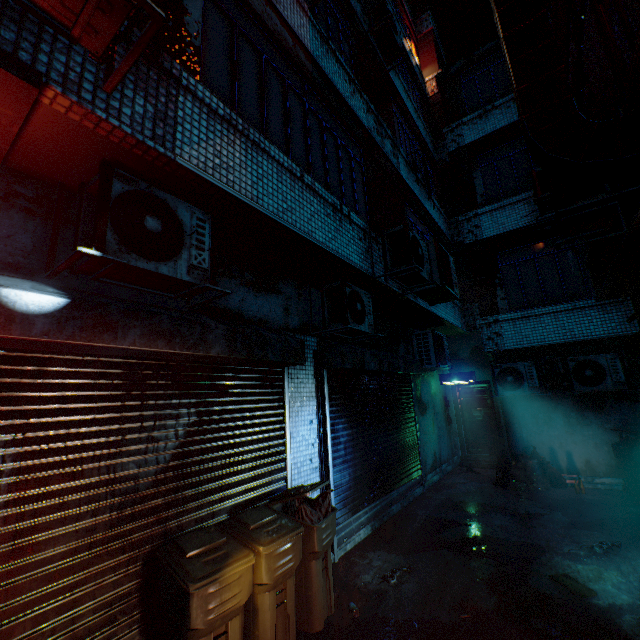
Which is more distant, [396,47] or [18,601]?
[396,47]

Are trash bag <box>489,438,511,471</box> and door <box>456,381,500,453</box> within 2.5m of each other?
yes

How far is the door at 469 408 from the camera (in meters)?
9.43

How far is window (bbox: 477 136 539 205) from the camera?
8.33m

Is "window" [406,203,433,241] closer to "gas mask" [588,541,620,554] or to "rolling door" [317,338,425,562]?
"rolling door" [317,338,425,562]

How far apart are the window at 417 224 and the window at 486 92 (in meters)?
3.92

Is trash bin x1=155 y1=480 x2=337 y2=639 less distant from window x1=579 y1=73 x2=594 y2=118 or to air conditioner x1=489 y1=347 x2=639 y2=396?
air conditioner x1=489 y1=347 x2=639 y2=396

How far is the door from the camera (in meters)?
9.43
